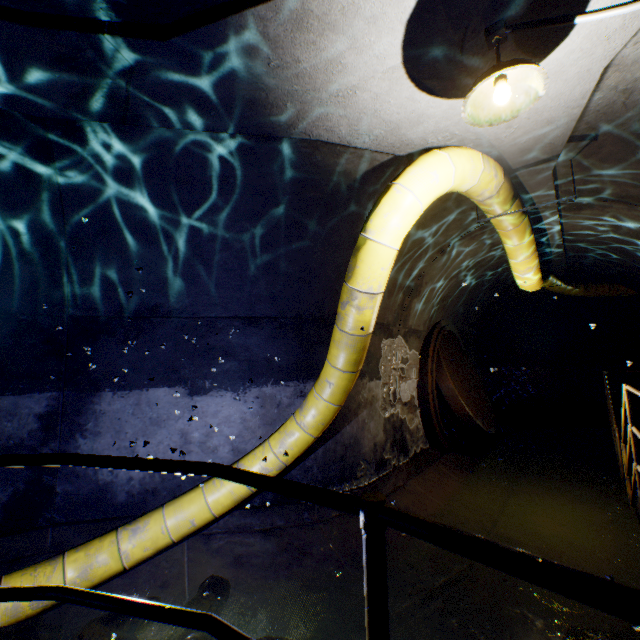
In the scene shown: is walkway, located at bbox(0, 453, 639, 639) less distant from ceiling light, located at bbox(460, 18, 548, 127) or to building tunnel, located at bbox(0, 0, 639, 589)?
building tunnel, located at bbox(0, 0, 639, 589)

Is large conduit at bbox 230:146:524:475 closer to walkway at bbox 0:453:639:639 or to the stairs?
walkway at bbox 0:453:639:639

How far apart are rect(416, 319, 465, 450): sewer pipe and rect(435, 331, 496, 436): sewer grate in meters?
0.0 m

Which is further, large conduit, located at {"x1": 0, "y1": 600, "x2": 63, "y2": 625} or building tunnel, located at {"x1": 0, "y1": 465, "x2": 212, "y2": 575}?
building tunnel, located at {"x1": 0, "y1": 465, "x2": 212, "y2": 575}

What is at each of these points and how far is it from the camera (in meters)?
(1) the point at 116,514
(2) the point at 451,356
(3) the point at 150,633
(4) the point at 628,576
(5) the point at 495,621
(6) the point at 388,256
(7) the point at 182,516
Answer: (1) building tunnel, 4.00
(2) sewer grate, 7.72
(3) building tunnel, 2.95
(4) building tunnel, 3.80
(5) building tunnel, 3.19
(6) large conduit, 3.07
(7) large conduit, 3.58

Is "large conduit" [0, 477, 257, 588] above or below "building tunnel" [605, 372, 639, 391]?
below

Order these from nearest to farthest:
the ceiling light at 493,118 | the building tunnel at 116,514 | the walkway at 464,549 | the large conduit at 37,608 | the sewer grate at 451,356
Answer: the walkway at 464,549
the ceiling light at 493,118
the large conduit at 37,608
the building tunnel at 116,514
the sewer grate at 451,356

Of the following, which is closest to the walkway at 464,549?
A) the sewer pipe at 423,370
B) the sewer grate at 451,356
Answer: the sewer pipe at 423,370
